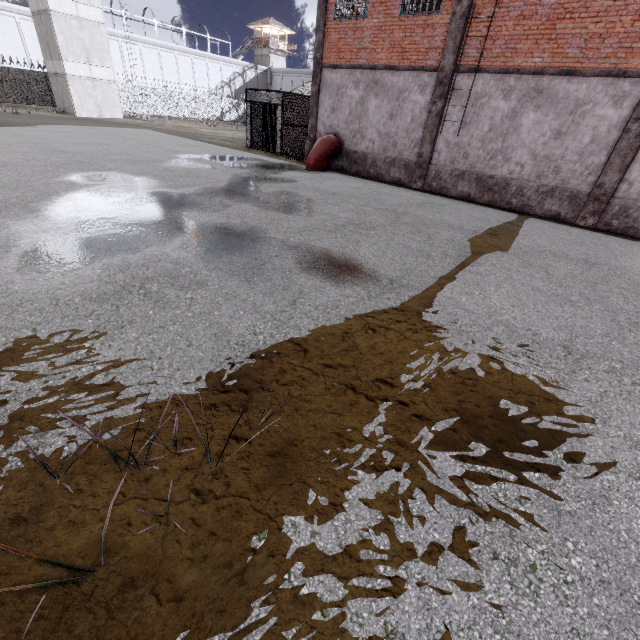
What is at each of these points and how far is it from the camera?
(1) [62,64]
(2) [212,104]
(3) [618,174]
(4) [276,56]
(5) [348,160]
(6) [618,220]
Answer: (1) building, 26.6 meters
(2) fence, 43.3 meters
(3) column, 9.6 meters
(4) building, 56.4 meters
(5) foundation, 14.9 meters
(6) foundation, 10.0 meters

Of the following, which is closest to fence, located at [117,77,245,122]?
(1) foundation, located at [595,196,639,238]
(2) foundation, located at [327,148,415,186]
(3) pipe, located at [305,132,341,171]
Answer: (1) foundation, located at [595,196,639,238]

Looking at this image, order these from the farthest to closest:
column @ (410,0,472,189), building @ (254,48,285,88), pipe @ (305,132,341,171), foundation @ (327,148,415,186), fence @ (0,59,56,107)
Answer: building @ (254,48,285,88)
fence @ (0,59,56,107)
pipe @ (305,132,341,171)
foundation @ (327,148,415,186)
column @ (410,0,472,189)

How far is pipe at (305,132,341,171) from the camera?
14.26m

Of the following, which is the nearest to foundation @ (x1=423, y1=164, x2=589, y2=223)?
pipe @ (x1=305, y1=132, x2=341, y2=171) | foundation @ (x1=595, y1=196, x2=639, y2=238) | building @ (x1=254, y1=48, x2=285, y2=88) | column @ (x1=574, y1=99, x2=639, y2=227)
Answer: column @ (x1=574, y1=99, x2=639, y2=227)

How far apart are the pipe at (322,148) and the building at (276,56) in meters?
54.6

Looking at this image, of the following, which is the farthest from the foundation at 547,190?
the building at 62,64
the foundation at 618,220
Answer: the building at 62,64

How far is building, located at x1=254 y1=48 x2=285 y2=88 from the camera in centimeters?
5559cm
